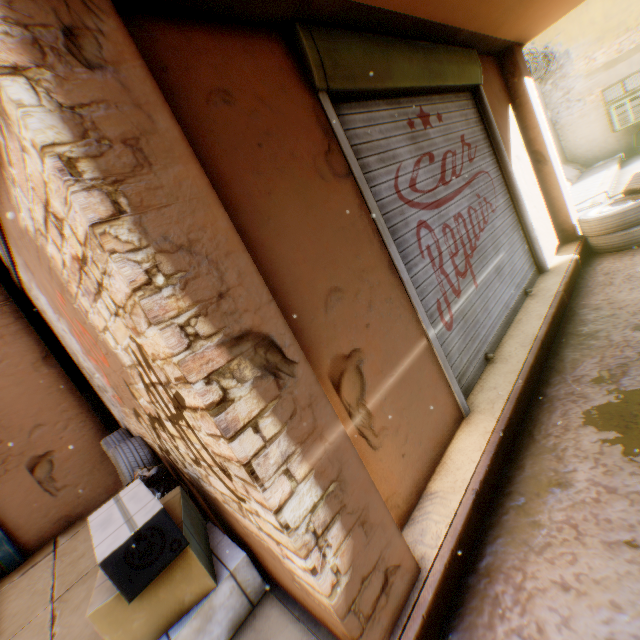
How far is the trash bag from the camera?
2.68m

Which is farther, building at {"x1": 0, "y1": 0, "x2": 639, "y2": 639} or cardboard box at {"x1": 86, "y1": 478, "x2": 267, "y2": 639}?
cardboard box at {"x1": 86, "y1": 478, "x2": 267, "y2": 639}

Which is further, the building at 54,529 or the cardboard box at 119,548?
the building at 54,529

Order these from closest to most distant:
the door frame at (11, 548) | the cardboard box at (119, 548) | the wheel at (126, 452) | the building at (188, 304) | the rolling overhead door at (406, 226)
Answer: the building at (188, 304)
the cardboard box at (119, 548)
the rolling overhead door at (406, 226)
the wheel at (126, 452)
the door frame at (11, 548)

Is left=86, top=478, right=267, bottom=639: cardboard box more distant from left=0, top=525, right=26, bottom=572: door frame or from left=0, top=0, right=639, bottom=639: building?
left=0, top=525, right=26, bottom=572: door frame

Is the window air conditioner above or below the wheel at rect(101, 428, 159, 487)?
above

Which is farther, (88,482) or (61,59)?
(88,482)

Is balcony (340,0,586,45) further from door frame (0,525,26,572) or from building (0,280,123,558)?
door frame (0,525,26,572)
